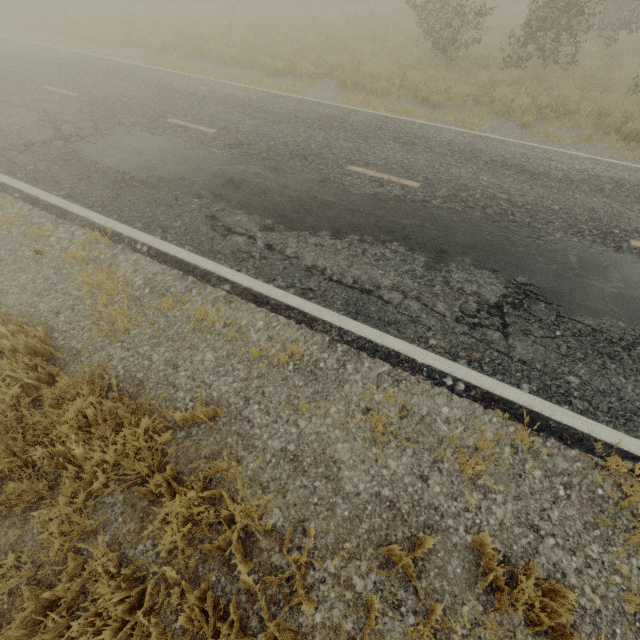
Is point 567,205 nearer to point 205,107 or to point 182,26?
point 205,107
